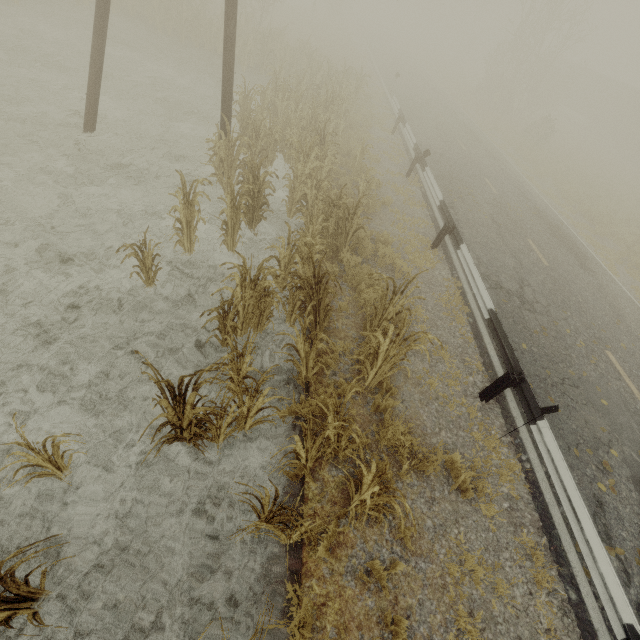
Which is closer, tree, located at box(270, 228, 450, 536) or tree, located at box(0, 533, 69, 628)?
tree, located at box(0, 533, 69, 628)

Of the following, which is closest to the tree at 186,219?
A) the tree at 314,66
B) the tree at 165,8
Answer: the tree at 314,66

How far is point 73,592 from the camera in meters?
3.4

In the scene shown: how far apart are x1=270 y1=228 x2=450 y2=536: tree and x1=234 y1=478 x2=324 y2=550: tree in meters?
0.7 m

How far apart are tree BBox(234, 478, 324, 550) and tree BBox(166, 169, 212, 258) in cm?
364

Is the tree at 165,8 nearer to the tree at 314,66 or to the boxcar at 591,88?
the tree at 314,66

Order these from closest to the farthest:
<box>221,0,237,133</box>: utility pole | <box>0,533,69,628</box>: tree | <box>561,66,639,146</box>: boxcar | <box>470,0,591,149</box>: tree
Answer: <box>0,533,69,628</box>: tree
<box>221,0,237,133</box>: utility pole
<box>470,0,591,149</box>: tree
<box>561,66,639,146</box>: boxcar

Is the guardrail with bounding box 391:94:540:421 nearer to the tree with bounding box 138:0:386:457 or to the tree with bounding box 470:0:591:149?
the tree with bounding box 138:0:386:457
